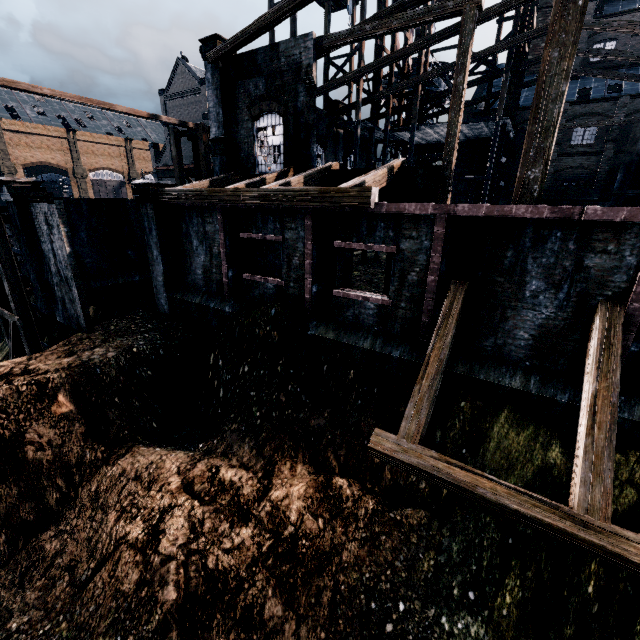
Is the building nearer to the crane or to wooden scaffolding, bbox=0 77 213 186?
wooden scaffolding, bbox=0 77 213 186

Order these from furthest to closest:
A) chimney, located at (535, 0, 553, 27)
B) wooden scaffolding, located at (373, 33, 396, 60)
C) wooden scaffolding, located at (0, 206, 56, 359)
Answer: chimney, located at (535, 0, 553, 27), wooden scaffolding, located at (373, 33, 396, 60), wooden scaffolding, located at (0, 206, 56, 359)

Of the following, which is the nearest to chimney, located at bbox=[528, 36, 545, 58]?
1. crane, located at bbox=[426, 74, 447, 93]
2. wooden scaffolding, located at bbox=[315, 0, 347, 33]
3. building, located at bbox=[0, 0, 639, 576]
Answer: building, located at bbox=[0, 0, 639, 576]

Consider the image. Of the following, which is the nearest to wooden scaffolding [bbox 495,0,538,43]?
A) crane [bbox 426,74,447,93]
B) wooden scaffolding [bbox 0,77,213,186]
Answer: wooden scaffolding [bbox 0,77,213,186]

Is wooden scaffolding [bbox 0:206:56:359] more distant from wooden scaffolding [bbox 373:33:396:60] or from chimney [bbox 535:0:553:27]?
chimney [bbox 535:0:553:27]

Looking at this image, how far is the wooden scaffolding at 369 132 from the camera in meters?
24.5

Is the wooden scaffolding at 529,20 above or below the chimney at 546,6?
below

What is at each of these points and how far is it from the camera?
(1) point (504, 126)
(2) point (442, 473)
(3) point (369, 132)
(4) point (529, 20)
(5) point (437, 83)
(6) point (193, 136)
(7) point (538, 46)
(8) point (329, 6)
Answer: (1) wooden scaffolding, 24.0m
(2) building, 6.7m
(3) wooden scaffolding, 26.2m
(4) wooden scaffolding, 23.9m
(5) crane, 34.5m
(6) wooden scaffolding, 25.5m
(7) chimney, 37.2m
(8) wooden scaffolding, 23.1m
